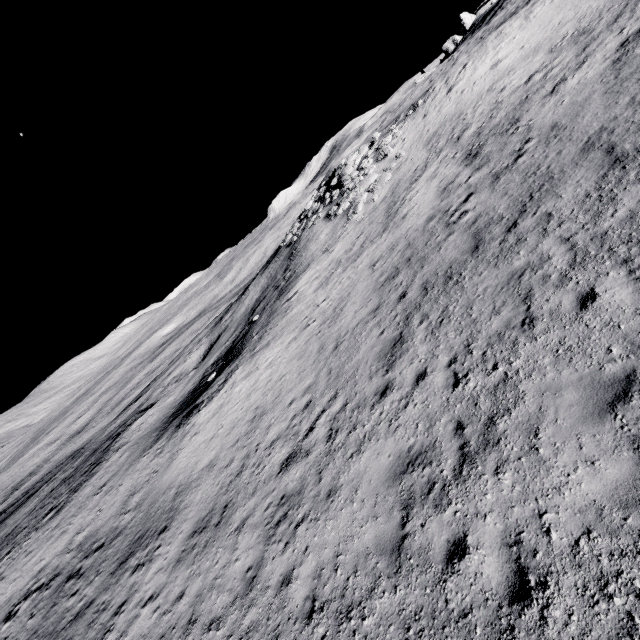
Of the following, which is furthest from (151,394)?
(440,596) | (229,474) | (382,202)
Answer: (440,596)
